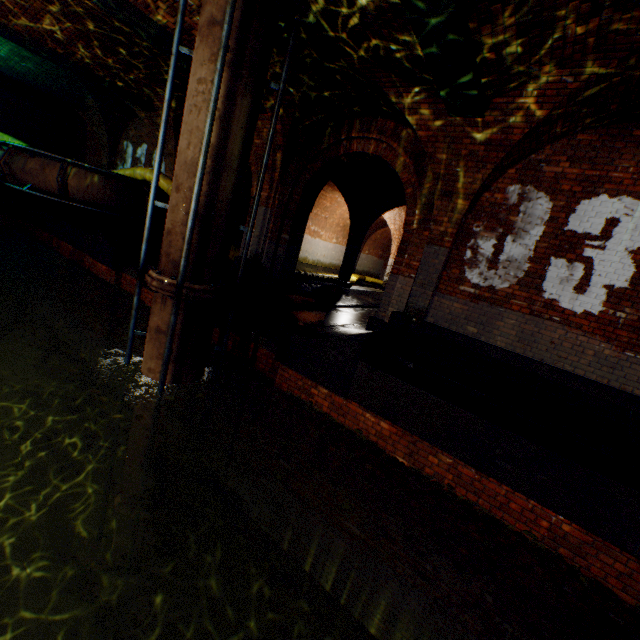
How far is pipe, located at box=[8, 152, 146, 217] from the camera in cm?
848

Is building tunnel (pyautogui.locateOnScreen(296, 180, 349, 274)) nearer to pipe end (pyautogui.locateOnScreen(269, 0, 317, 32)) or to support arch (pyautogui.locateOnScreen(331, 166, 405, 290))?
support arch (pyautogui.locateOnScreen(331, 166, 405, 290))

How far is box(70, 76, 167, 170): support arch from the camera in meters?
10.1 m

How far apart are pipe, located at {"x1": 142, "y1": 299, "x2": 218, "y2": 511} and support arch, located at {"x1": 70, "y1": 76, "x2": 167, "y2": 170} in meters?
10.8 m

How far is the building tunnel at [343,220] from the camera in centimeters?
1766cm

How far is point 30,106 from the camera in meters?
14.9

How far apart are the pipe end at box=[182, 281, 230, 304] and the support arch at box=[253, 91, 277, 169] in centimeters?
344cm

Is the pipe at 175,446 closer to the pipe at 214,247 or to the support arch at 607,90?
the pipe at 214,247
